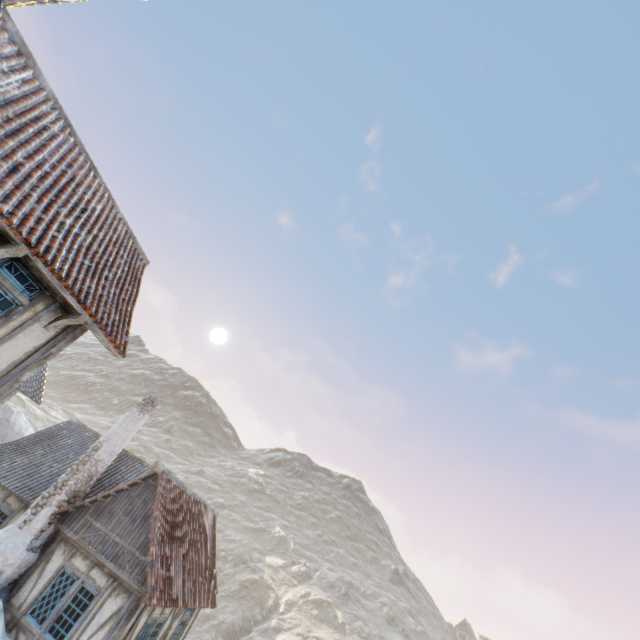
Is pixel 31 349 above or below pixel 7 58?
below

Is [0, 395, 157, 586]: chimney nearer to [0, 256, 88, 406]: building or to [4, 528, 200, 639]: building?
[4, 528, 200, 639]: building

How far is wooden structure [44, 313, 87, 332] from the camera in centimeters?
620cm

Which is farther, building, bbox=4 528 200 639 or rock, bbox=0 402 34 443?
rock, bbox=0 402 34 443

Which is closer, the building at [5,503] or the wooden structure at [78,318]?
the wooden structure at [78,318]

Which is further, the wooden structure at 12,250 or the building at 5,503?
the building at 5,503

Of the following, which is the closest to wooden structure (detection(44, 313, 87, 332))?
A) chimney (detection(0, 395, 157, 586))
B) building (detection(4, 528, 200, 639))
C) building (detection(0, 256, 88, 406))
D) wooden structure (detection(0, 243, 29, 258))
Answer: building (detection(0, 256, 88, 406))

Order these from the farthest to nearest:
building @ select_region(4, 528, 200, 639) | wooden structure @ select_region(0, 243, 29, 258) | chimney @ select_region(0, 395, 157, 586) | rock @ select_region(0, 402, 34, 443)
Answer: rock @ select_region(0, 402, 34, 443) → chimney @ select_region(0, 395, 157, 586) → building @ select_region(4, 528, 200, 639) → wooden structure @ select_region(0, 243, 29, 258)
